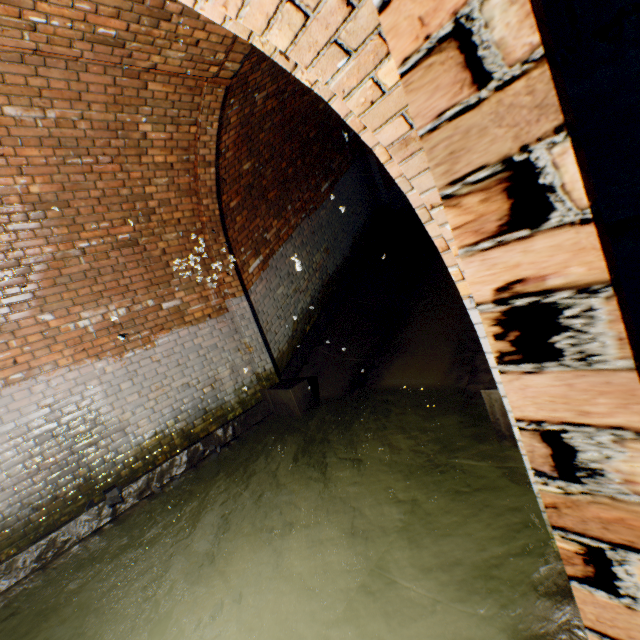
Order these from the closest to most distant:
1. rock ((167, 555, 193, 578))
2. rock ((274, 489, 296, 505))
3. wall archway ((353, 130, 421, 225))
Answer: rock ((167, 555, 193, 578)) → rock ((274, 489, 296, 505)) → wall archway ((353, 130, 421, 225))

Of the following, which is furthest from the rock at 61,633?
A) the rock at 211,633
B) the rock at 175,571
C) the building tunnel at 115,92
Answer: the rock at 211,633

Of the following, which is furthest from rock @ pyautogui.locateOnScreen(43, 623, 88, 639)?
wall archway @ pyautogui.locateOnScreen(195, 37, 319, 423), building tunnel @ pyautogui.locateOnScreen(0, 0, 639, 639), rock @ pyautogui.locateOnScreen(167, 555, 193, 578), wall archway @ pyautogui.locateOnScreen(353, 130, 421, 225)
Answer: wall archway @ pyautogui.locateOnScreen(353, 130, 421, 225)

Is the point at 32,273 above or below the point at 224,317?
above

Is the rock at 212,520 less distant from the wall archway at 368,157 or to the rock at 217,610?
the rock at 217,610

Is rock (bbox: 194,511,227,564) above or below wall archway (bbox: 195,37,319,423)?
below

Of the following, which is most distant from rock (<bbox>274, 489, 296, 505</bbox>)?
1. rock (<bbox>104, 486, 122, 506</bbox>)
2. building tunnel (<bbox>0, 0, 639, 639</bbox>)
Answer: rock (<bbox>104, 486, 122, 506</bbox>)

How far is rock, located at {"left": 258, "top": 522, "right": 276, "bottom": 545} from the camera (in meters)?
3.11
